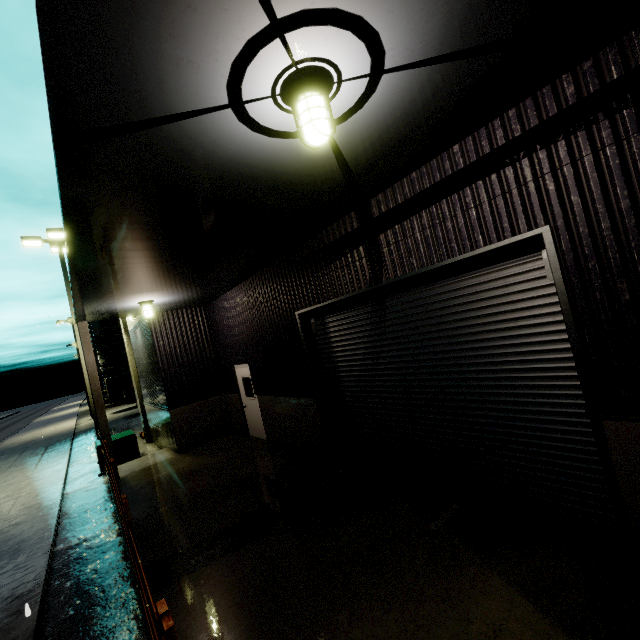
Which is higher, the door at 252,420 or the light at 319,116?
the light at 319,116

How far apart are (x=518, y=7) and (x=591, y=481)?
4.68m

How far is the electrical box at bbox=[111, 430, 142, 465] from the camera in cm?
1217

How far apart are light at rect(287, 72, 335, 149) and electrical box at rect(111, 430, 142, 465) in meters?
13.6

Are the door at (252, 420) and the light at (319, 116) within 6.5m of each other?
no

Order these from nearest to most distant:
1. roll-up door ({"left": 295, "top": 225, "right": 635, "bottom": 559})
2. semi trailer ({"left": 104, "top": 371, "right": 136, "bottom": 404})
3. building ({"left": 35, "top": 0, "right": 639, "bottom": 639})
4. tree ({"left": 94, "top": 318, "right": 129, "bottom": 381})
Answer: building ({"left": 35, "top": 0, "right": 639, "bottom": 639})
roll-up door ({"left": 295, "top": 225, "right": 635, "bottom": 559})
semi trailer ({"left": 104, "top": 371, "right": 136, "bottom": 404})
tree ({"left": 94, "top": 318, "right": 129, "bottom": 381})

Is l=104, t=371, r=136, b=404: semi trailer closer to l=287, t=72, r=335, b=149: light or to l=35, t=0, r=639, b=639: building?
l=35, t=0, r=639, b=639: building

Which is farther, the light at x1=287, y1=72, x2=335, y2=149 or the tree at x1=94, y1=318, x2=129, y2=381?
the tree at x1=94, y1=318, x2=129, y2=381
